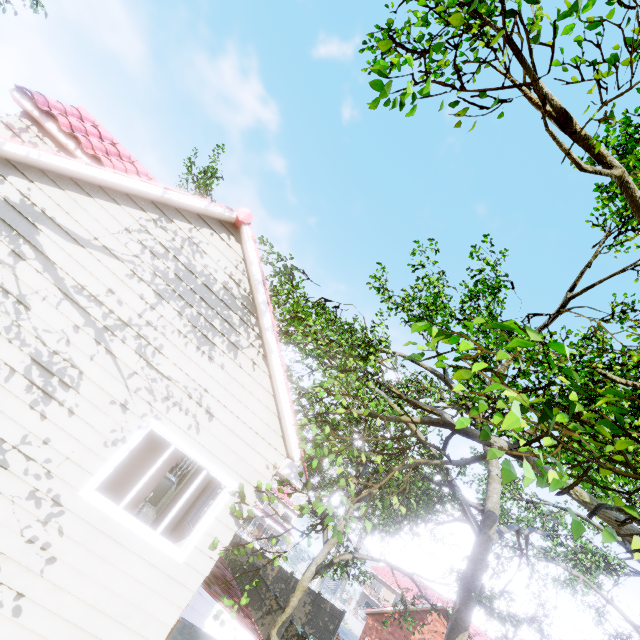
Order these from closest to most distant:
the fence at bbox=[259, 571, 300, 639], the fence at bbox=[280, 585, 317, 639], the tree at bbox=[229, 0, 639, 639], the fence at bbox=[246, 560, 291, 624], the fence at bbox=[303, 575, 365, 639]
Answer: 1. the tree at bbox=[229, 0, 639, 639]
2. the fence at bbox=[280, 585, 317, 639]
3. the fence at bbox=[259, 571, 300, 639]
4. the fence at bbox=[246, 560, 291, 624]
5. the fence at bbox=[303, 575, 365, 639]

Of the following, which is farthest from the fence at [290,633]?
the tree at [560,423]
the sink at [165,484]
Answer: the sink at [165,484]

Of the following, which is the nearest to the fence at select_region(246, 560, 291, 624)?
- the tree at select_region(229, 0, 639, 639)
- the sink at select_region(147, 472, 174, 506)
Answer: the tree at select_region(229, 0, 639, 639)

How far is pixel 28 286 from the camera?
5.08m

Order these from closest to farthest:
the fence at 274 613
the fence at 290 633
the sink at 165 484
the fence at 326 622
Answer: the sink at 165 484 < the fence at 290 633 < the fence at 274 613 < the fence at 326 622
